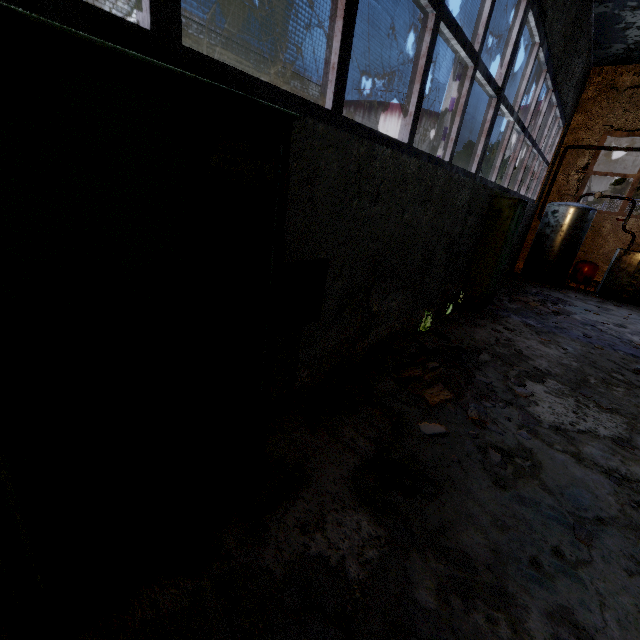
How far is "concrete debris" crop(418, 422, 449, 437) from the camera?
3.3 meters

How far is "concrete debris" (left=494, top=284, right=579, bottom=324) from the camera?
8.1m

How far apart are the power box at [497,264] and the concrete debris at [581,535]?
5.2m

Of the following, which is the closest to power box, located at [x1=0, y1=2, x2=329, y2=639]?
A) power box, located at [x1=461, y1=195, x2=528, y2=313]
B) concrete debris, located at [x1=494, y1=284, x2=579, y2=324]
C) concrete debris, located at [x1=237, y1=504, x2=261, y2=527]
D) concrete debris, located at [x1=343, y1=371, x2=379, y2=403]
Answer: concrete debris, located at [x1=237, y1=504, x2=261, y2=527]

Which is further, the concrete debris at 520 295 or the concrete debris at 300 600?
the concrete debris at 520 295

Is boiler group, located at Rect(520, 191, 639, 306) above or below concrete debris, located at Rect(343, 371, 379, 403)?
above

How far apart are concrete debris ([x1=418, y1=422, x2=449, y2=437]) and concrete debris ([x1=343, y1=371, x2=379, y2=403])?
0.6 meters

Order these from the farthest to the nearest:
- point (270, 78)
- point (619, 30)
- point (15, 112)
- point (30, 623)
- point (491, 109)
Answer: point (270, 78)
point (619, 30)
point (491, 109)
point (30, 623)
point (15, 112)
